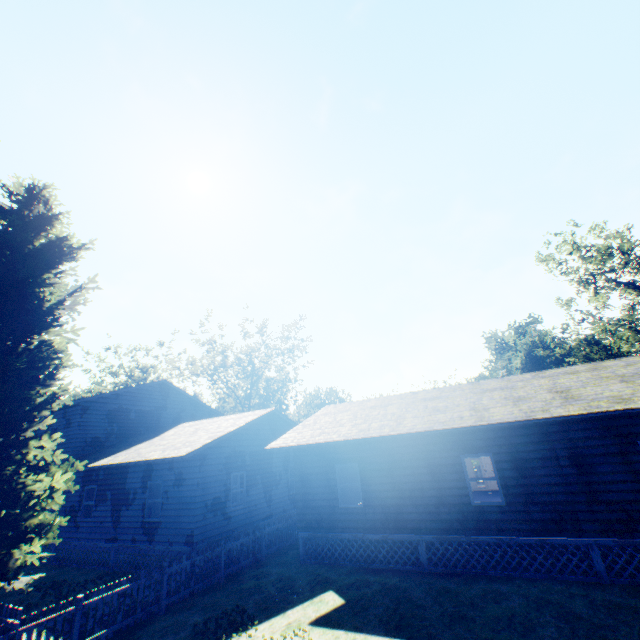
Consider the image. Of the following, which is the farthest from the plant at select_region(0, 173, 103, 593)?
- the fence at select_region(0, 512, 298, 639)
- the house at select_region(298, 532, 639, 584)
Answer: the house at select_region(298, 532, 639, 584)

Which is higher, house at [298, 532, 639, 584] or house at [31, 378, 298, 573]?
house at [31, 378, 298, 573]

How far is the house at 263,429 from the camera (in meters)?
13.75

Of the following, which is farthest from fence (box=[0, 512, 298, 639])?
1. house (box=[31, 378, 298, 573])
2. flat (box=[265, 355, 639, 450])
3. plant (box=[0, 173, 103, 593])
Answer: flat (box=[265, 355, 639, 450])

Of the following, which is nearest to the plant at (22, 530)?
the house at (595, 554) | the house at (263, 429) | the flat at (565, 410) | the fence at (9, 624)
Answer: the fence at (9, 624)

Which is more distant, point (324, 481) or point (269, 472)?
point (269, 472)

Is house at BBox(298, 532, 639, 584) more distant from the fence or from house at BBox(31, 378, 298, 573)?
house at BBox(31, 378, 298, 573)

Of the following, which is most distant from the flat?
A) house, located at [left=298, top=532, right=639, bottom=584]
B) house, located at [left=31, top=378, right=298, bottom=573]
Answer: house, located at [left=298, top=532, right=639, bottom=584]
